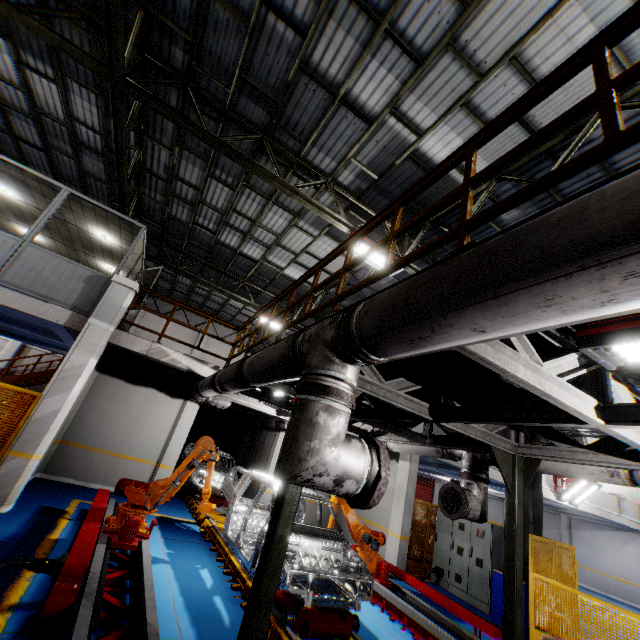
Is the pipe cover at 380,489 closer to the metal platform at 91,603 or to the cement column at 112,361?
the metal platform at 91,603

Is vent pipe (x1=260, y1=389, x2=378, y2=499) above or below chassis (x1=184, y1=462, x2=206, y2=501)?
above

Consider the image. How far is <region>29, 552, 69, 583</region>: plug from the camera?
3.8m

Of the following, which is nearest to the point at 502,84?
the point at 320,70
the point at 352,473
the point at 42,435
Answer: the point at 320,70

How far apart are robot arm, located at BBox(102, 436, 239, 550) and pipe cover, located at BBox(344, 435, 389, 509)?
4.0 meters

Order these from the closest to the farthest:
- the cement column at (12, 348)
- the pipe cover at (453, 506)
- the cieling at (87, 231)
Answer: the pipe cover at (453, 506)
the cieling at (87, 231)
the cement column at (12, 348)

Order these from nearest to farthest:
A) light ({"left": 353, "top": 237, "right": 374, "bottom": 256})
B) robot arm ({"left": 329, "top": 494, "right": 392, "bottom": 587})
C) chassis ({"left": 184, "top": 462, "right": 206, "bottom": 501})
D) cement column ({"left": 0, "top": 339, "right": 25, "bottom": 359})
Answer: robot arm ({"left": 329, "top": 494, "right": 392, "bottom": 587})
light ({"left": 353, "top": 237, "right": 374, "bottom": 256})
chassis ({"left": 184, "top": 462, "right": 206, "bottom": 501})
cement column ({"left": 0, "top": 339, "right": 25, "bottom": 359})

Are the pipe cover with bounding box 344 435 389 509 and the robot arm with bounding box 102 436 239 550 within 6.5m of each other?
yes
